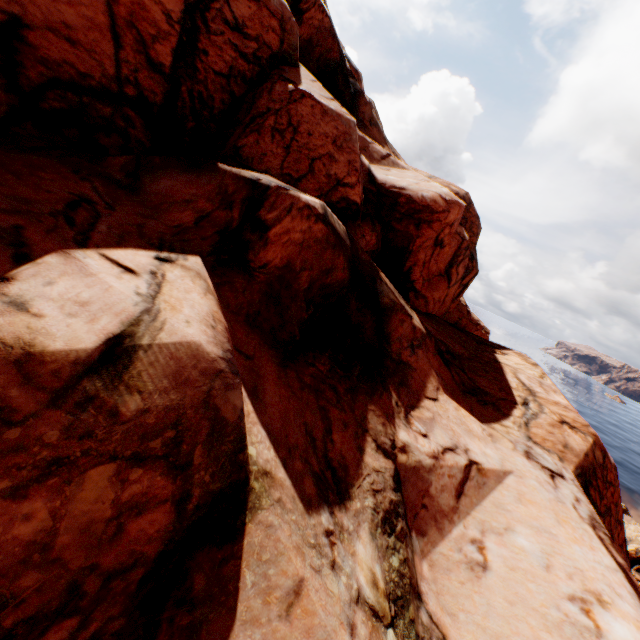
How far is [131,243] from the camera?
5.6 meters
